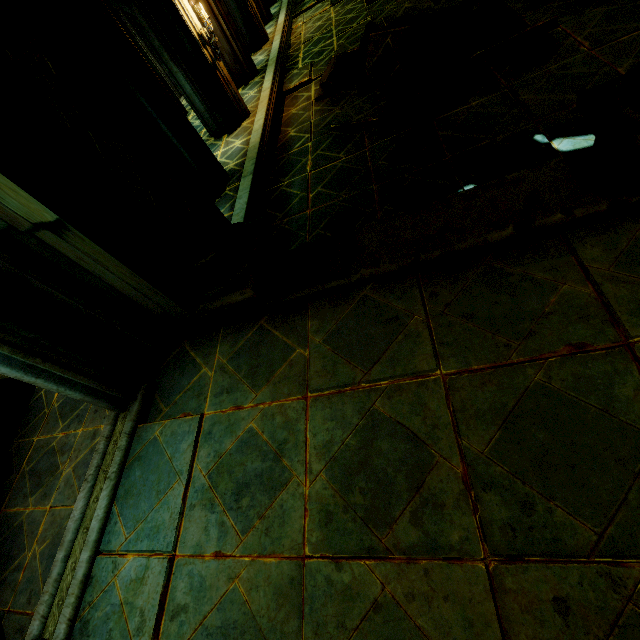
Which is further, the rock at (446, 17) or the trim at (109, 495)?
the rock at (446, 17)

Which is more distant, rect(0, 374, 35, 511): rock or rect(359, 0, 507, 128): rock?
rect(359, 0, 507, 128): rock

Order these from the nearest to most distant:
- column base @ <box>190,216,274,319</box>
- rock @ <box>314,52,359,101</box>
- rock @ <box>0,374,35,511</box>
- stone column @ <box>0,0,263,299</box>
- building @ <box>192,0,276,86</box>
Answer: stone column @ <box>0,0,263,299</box> < column base @ <box>190,216,274,319</box> < rock @ <box>0,374,35,511</box> < rock @ <box>314,52,359,101</box> < building @ <box>192,0,276,86</box>

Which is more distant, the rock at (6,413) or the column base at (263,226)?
the rock at (6,413)

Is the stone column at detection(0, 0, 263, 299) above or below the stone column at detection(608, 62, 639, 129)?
above

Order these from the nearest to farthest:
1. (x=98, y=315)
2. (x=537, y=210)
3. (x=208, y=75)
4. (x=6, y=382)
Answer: (x=537, y=210)
(x=98, y=315)
(x=6, y=382)
(x=208, y=75)

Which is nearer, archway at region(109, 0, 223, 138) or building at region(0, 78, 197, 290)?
building at region(0, 78, 197, 290)

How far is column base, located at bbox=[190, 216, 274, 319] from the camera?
3.21m
